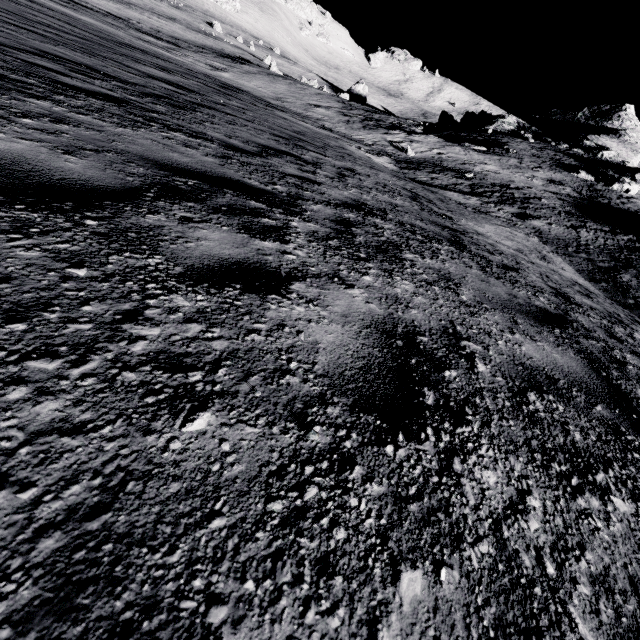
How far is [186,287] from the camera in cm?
154
